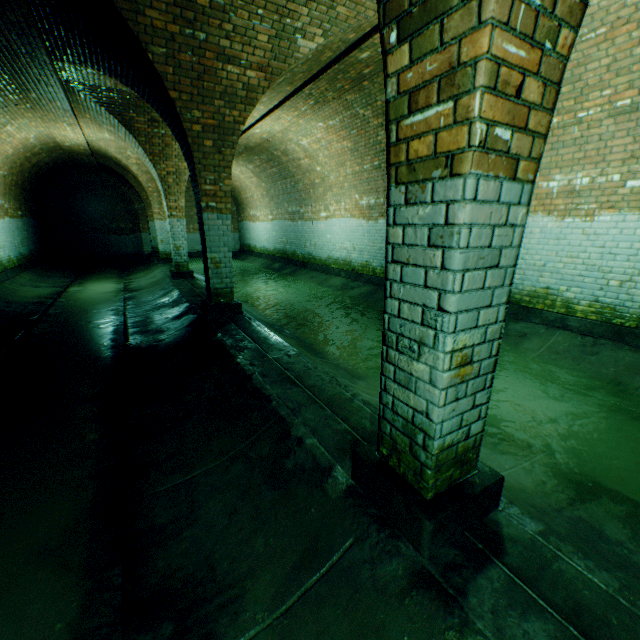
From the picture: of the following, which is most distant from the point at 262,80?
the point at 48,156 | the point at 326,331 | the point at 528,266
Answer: the point at 48,156
